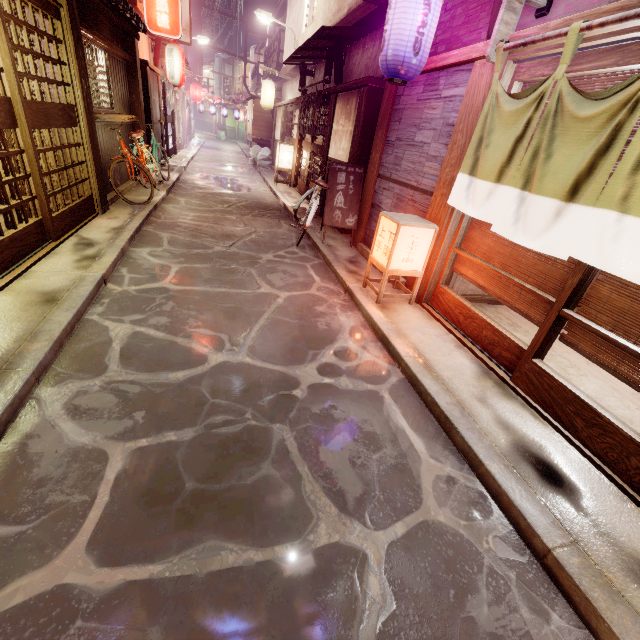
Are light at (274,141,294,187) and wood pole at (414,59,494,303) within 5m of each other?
no

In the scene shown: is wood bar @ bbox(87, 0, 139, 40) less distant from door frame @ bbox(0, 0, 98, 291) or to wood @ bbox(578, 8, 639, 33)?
door frame @ bbox(0, 0, 98, 291)

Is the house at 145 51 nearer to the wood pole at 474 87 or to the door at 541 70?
the wood pole at 474 87

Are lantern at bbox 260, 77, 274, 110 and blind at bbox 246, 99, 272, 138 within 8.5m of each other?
yes

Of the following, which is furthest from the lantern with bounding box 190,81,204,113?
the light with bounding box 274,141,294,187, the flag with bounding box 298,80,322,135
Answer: the flag with bounding box 298,80,322,135

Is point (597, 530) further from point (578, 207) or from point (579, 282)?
point (578, 207)

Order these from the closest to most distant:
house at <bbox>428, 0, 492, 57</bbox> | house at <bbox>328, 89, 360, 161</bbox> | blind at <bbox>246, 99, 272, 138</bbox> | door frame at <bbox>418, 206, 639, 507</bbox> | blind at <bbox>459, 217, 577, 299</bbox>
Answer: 1. door frame at <bbox>418, 206, 639, 507</bbox>
2. blind at <bbox>459, 217, 577, 299</bbox>
3. house at <bbox>428, 0, 492, 57</bbox>
4. house at <bbox>328, 89, 360, 161</bbox>
5. blind at <bbox>246, 99, 272, 138</bbox>

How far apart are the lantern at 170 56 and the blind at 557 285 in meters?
21.3 m
